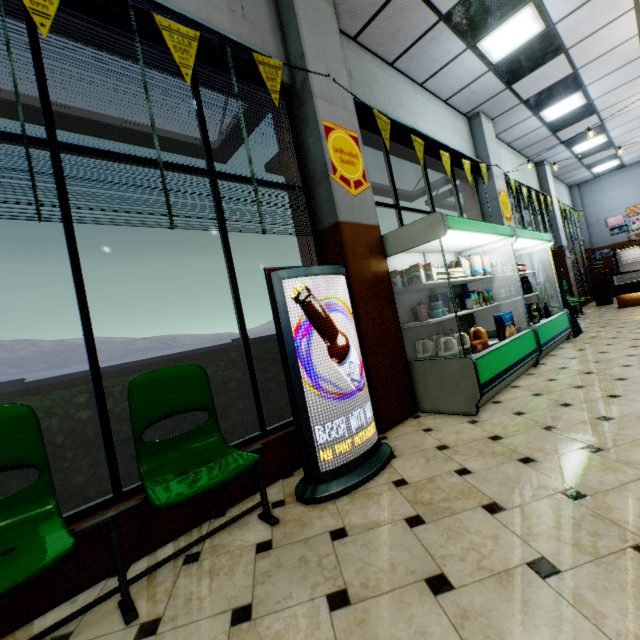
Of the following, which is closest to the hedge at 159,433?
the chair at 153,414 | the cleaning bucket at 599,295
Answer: the chair at 153,414

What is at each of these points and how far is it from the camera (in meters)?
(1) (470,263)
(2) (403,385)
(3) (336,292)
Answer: (1) milk jug, 4.59
(2) building, 3.61
(3) sign, 2.59

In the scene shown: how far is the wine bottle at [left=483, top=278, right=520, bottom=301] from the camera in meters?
5.2 m

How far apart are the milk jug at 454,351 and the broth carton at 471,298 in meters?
1.1 m

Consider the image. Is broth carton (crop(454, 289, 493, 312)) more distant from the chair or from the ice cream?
the chair

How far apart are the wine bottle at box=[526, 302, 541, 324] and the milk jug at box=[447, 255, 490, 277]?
1.6m

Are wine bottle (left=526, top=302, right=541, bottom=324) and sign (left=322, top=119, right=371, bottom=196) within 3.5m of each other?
no

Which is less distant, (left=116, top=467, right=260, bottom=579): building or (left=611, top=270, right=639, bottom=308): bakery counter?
(left=116, top=467, right=260, bottom=579): building
